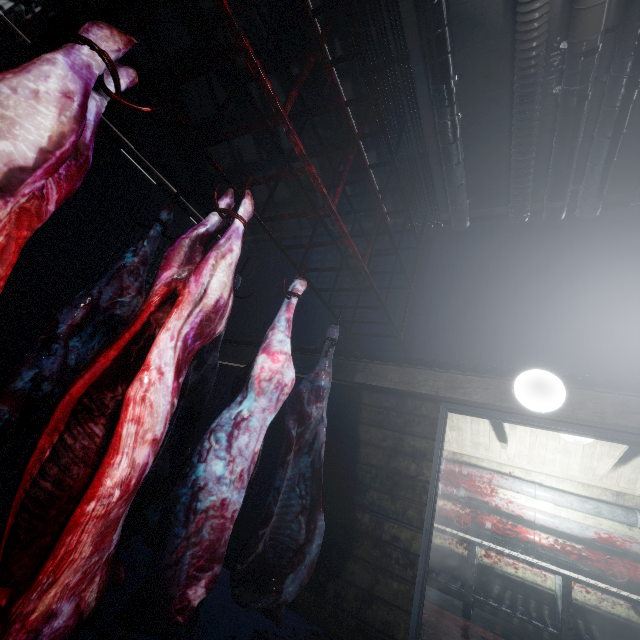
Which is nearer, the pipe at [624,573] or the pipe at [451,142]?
the pipe at [451,142]

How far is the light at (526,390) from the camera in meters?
2.2 m

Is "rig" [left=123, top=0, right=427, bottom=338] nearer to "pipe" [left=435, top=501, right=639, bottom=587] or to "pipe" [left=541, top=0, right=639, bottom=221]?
"pipe" [left=541, top=0, right=639, bottom=221]

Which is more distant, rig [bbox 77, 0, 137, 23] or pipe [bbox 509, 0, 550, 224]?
pipe [bbox 509, 0, 550, 224]

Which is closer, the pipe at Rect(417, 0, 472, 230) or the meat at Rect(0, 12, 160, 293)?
the meat at Rect(0, 12, 160, 293)

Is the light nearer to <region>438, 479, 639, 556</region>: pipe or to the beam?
the beam

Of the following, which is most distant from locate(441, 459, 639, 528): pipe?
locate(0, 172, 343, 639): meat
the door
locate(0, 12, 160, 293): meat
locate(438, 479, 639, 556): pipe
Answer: locate(0, 12, 160, 293): meat

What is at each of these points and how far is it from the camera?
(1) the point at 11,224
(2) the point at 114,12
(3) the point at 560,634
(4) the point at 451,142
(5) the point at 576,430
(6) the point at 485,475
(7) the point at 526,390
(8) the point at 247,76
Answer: (1) meat, 0.7m
(2) rig, 1.1m
(3) table, 3.6m
(4) pipe, 3.0m
(5) door, 2.5m
(6) pipe, 5.0m
(7) light, 2.3m
(8) rig, 1.7m
